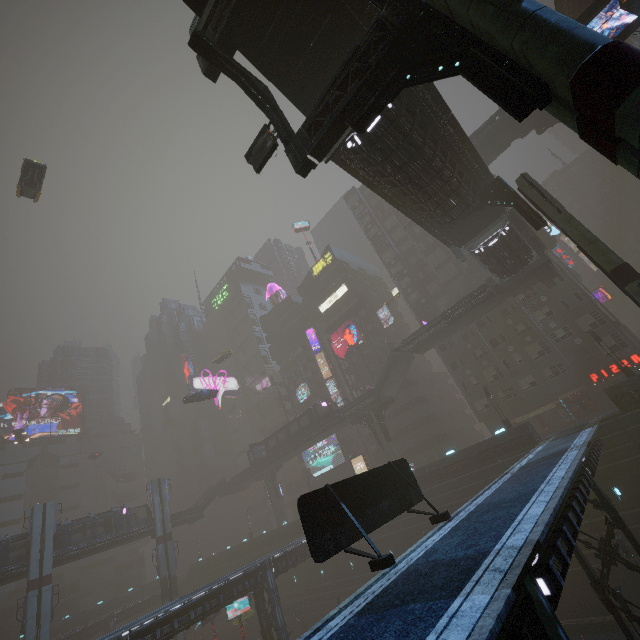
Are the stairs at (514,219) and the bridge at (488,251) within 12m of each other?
yes

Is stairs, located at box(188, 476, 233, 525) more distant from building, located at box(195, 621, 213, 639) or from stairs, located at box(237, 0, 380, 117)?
stairs, located at box(237, 0, 380, 117)

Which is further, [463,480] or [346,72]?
[463,480]

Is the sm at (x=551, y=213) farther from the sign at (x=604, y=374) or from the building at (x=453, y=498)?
the sign at (x=604, y=374)

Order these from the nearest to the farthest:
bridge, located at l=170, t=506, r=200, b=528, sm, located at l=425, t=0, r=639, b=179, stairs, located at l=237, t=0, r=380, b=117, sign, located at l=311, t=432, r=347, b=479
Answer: sm, located at l=425, t=0, r=639, b=179
stairs, located at l=237, t=0, r=380, b=117
bridge, located at l=170, t=506, r=200, b=528
sign, located at l=311, t=432, r=347, b=479

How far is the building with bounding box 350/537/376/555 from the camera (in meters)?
38.67

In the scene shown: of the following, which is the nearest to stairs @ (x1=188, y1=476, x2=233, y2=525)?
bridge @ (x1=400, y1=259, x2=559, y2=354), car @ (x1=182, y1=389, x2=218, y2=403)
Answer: car @ (x1=182, y1=389, x2=218, y2=403)

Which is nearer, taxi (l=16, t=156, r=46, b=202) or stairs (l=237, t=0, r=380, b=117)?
stairs (l=237, t=0, r=380, b=117)
